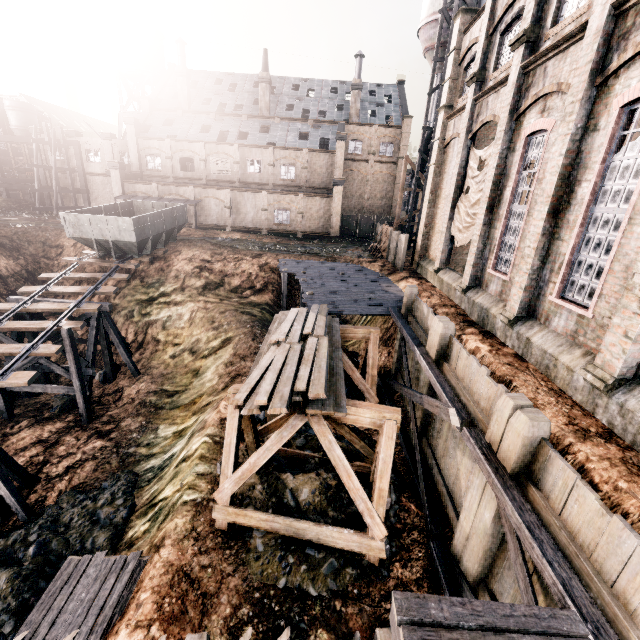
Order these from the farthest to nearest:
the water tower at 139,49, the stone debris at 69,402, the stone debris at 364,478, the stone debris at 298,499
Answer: the water tower at 139,49
the stone debris at 69,402
the stone debris at 364,478
the stone debris at 298,499

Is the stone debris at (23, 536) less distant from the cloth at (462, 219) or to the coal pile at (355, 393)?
the coal pile at (355, 393)

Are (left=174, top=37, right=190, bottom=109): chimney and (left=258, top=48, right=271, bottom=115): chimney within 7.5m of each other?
no

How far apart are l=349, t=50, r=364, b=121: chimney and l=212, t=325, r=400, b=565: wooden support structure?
46.19m

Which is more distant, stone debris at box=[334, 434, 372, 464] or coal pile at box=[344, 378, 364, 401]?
coal pile at box=[344, 378, 364, 401]

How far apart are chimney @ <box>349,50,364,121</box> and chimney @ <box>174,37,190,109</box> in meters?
22.0

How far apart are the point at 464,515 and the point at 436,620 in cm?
479

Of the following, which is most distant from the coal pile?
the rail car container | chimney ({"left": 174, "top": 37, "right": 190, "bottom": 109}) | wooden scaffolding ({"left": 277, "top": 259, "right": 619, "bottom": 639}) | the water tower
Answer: the water tower
